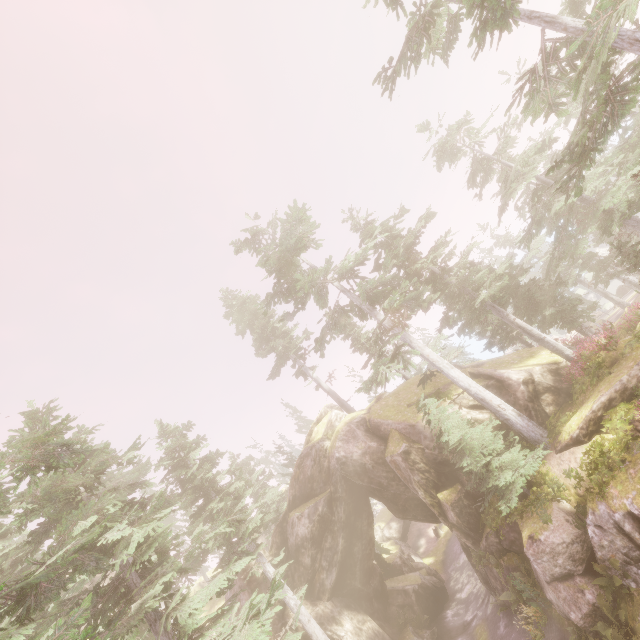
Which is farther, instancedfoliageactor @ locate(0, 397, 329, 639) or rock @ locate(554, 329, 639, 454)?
rock @ locate(554, 329, 639, 454)

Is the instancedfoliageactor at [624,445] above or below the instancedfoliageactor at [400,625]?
above

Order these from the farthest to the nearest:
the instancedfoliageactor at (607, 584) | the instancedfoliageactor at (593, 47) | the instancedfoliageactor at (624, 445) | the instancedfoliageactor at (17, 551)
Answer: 1. the instancedfoliageactor at (624, 445)
2. the instancedfoliageactor at (607, 584)
3. the instancedfoliageactor at (593, 47)
4. the instancedfoliageactor at (17, 551)

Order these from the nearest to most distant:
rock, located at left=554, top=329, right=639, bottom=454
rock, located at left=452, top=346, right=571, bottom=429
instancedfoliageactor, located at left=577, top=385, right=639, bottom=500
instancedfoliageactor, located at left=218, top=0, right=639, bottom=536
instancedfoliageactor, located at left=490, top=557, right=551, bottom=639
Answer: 1. instancedfoliageactor, located at left=218, top=0, right=639, bottom=536
2. instancedfoliageactor, located at left=577, top=385, right=639, bottom=500
3. rock, located at left=554, top=329, right=639, bottom=454
4. instancedfoliageactor, located at left=490, top=557, right=551, bottom=639
5. rock, located at left=452, top=346, right=571, bottom=429

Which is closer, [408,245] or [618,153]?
[618,153]

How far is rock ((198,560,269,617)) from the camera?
22.8m

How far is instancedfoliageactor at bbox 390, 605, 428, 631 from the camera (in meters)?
23.09

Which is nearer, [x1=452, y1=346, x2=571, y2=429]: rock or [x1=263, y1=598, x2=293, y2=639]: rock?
[x1=452, y1=346, x2=571, y2=429]: rock
